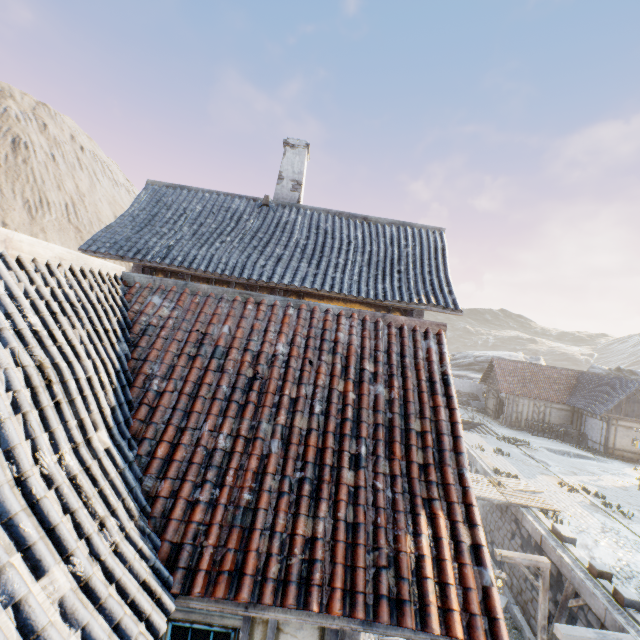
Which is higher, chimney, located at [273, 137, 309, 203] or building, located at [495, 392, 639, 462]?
chimney, located at [273, 137, 309, 203]

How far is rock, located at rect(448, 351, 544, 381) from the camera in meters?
44.2

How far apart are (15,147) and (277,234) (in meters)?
77.43

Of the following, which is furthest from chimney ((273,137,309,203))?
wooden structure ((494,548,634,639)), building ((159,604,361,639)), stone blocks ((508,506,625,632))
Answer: stone blocks ((508,506,625,632))

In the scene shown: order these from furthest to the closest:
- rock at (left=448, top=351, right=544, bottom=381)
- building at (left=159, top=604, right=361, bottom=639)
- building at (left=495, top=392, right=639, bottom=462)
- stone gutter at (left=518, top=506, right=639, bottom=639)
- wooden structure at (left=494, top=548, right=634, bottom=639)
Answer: rock at (left=448, top=351, right=544, bottom=381) < building at (left=495, top=392, right=639, bottom=462) < stone gutter at (left=518, top=506, right=639, bottom=639) < wooden structure at (left=494, top=548, right=634, bottom=639) < building at (left=159, top=604, right=361, bottom=639)

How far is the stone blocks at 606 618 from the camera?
8.1m

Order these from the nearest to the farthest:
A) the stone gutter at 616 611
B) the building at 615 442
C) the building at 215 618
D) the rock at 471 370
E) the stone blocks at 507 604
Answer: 1. the building at 215 618
2. the stone gutter at 616 611
3. the stone blocks at 507 604
4. the building at 615 442
5. the rock at 471 370

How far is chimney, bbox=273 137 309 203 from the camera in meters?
11.1 m
